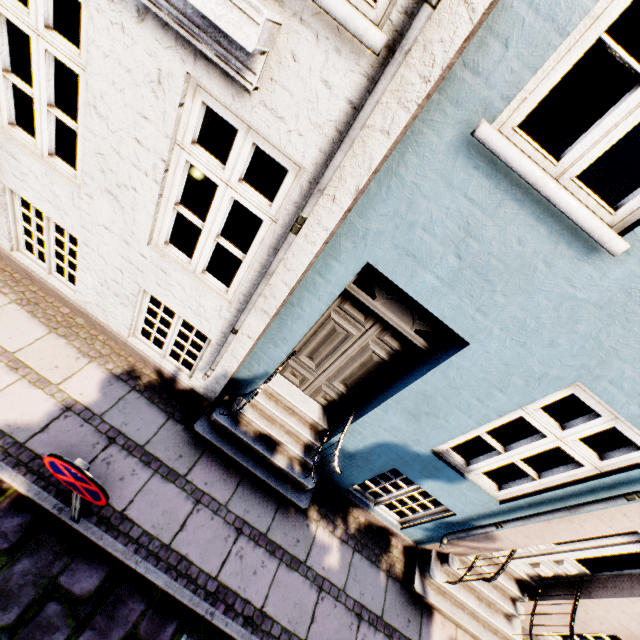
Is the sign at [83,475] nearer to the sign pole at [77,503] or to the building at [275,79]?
the sign pole at [77,503]

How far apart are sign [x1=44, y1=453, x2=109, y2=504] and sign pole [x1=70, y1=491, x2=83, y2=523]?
0.02m

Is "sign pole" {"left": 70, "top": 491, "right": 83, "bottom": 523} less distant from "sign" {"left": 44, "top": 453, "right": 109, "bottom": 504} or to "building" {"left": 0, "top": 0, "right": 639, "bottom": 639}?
"sign" {"left": 44, "top": 453, "right": 109, "bottom": 504}

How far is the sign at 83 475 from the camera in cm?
219

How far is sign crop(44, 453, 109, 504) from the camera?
2.2m

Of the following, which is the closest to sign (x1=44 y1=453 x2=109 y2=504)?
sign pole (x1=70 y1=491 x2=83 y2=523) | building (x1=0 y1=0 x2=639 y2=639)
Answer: sign pole (x1=70 y1=491 x2=83 y2=523)

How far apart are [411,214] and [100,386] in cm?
446
